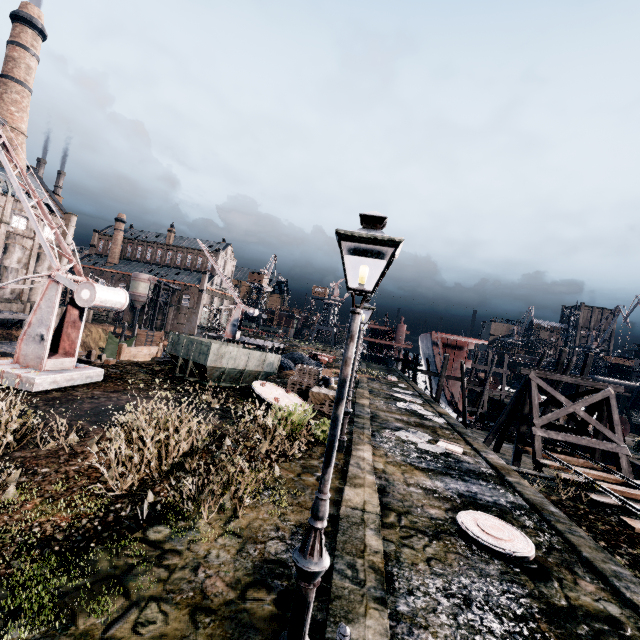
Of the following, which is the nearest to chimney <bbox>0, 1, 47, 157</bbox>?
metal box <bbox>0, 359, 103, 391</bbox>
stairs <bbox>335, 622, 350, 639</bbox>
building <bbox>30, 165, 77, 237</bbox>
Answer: building <bbox>30, 165, 77, 237</bbox>

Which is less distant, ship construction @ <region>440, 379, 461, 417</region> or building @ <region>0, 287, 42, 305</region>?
ship construction @ <region>440, 379, 461, 417</region>

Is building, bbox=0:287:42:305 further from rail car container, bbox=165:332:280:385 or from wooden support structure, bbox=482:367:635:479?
wooden support structure, bbox=482:367:635:479

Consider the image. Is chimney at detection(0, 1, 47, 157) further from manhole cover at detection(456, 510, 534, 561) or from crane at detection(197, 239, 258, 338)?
manhole cover at detection(456, 510, 534, 561)

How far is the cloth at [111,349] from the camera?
51.3 meters

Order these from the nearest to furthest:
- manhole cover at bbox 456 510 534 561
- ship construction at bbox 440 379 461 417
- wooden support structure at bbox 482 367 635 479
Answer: manhole cover at bbox 456 510 534 561 < wooden support structure at bbox 482 367 635 479 < ship construction at bbox 440 379 461 417

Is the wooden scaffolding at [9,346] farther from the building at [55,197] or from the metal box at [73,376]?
the metal box at [73,376]

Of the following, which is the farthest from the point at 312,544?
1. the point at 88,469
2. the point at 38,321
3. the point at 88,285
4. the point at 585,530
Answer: the point at 38,321
